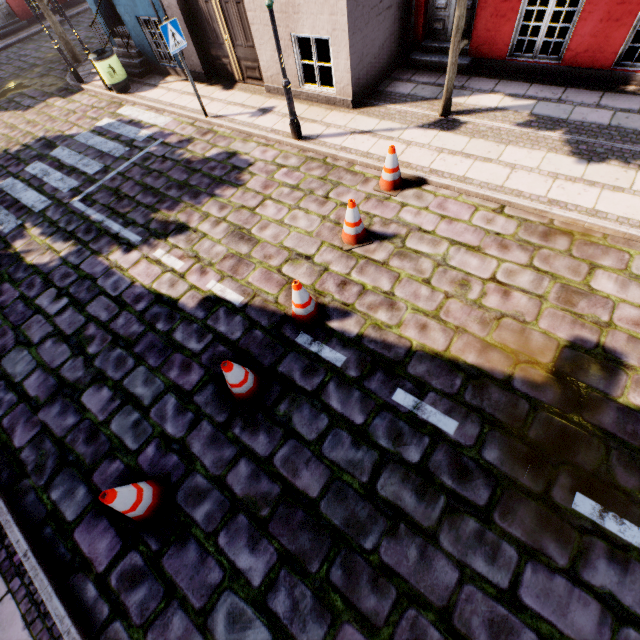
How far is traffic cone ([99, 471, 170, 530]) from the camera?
3.2m

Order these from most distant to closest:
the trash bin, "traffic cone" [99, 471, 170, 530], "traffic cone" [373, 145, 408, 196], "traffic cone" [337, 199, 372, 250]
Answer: the trash bin, "traffic cone" [373, 145, 408, 196], "traffic cone" [337, 199, 372, 250], "traffic cone" [99, 471, 170, 530]

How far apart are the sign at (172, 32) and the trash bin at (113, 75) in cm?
417

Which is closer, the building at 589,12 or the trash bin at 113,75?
the building at 589,12

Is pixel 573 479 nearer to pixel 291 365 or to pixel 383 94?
pixel 291 365

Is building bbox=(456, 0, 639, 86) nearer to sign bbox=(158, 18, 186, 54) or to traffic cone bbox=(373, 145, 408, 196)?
sign bbox=(158, 18, 186, 54)

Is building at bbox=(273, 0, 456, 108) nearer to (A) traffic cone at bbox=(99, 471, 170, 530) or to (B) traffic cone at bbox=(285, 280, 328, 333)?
(B) traffic cone at bbox=(285, 280, 328, 333)

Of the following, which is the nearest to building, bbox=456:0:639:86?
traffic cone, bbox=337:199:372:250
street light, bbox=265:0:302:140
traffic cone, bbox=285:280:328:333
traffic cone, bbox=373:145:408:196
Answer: street light, bbox=265:0:302:140
